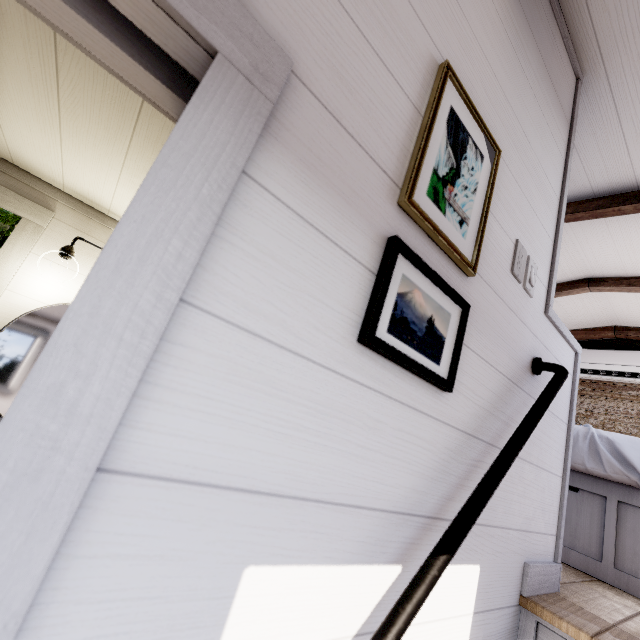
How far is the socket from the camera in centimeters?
108cm

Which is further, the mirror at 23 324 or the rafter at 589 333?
the rafter at 589 333

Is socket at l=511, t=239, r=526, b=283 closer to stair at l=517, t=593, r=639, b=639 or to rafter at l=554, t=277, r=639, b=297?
stair at l=517, t=593, r=639, b=639

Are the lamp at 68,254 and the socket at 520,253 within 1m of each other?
no

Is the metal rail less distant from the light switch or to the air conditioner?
the light switch

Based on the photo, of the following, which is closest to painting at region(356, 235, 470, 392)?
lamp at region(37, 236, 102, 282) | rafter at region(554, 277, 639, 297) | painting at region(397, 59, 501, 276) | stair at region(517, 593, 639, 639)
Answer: painting at region(397, 59, 501, 276)

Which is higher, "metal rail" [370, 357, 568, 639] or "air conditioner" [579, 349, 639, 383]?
"air conditioner" [579, 349, 639, 383]

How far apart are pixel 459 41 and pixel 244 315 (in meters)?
1.02
